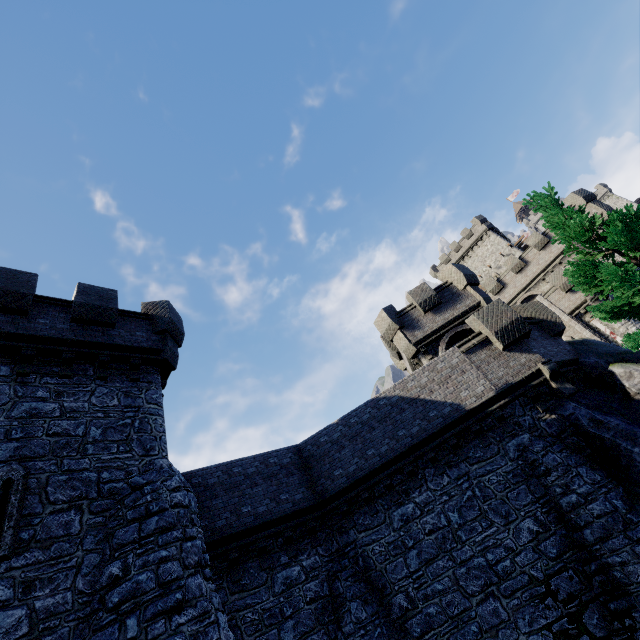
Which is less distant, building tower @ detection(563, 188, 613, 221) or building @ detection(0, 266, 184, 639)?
building @ detection(0, 266, 184, 639)

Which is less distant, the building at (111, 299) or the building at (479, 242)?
the building at (111, 299)

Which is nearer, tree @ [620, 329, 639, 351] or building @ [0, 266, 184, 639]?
building @ [0, 266, 184, 639]

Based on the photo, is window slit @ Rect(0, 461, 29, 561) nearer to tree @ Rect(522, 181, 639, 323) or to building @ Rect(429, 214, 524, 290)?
tree @ Rect(522, 181, 639, 323)

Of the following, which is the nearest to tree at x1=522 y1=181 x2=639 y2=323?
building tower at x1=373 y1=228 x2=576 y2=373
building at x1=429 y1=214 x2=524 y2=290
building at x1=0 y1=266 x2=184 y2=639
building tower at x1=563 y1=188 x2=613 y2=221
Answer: building tower at x1=373 y1=228 x2=576 y2=373

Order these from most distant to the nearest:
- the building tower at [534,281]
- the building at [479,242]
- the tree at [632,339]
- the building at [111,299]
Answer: the building at [479,242], the building tower at [534,281], the tree at [632,339], the building at [111,299]

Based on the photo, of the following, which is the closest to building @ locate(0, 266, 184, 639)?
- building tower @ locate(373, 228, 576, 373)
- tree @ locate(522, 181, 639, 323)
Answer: building tower @ locate(373, 228, 576, 373)

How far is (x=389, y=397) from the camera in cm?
1394
